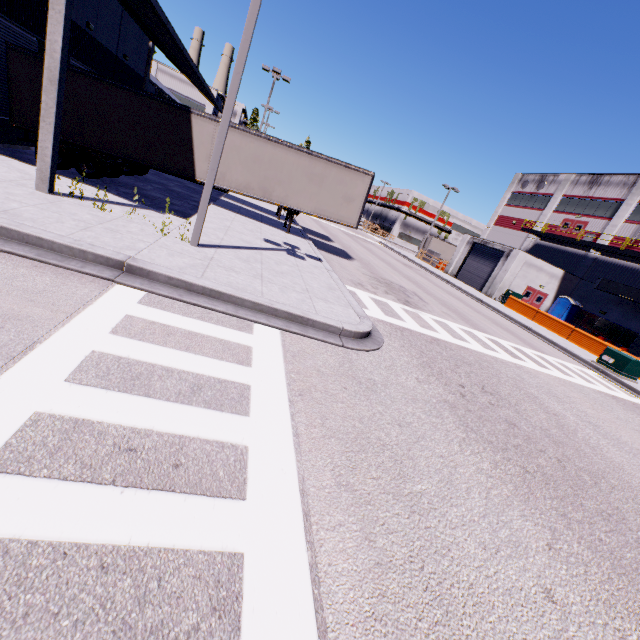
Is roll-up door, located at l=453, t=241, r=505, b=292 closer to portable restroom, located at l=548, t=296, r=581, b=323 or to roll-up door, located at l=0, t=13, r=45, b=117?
portable restroom, located at l=548, t=296, r=581, b=323

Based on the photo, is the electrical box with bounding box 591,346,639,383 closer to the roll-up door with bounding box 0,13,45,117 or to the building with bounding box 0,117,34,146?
the building with bounding box 0,117,34,146

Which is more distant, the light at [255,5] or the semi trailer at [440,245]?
the semi trailer at [440,245]

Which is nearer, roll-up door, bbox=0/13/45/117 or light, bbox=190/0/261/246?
light, bbox=190/0/261/246

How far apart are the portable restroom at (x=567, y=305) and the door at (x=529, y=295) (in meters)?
0.77

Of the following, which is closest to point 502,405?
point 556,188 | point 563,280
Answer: point 563,280

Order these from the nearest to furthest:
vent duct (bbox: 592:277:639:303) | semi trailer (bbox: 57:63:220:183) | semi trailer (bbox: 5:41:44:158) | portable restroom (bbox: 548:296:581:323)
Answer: semi trailer (bbox: 5:41:44:158)
semi trailer (bbox: 57:63:220:183)
vent duct (bbox: 592:277:639:303)
portable restroom (bbox: 548:296:581:323)

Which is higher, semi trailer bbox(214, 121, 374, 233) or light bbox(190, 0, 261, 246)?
light bbox(190, 0, 261, 246)
